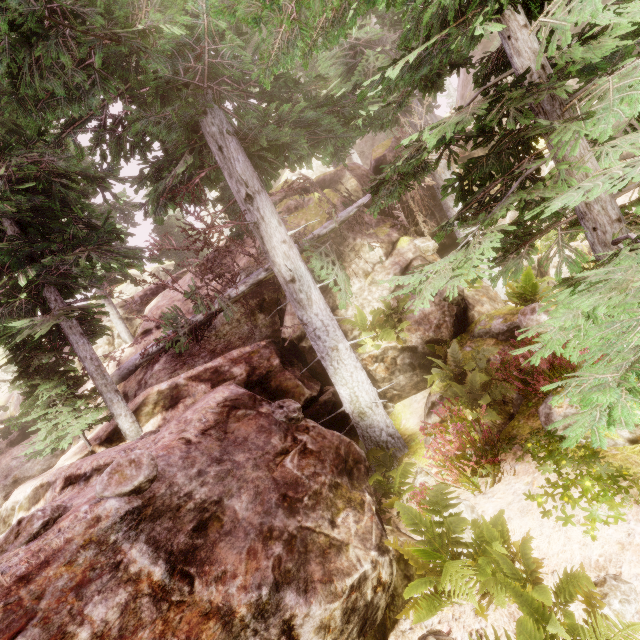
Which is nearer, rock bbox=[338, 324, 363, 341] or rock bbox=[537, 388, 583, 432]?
rock bbox=[537, 388, 583, 432]

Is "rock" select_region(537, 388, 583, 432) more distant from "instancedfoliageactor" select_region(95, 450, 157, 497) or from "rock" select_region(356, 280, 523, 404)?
"rock" select_region(356, 280, 523, 404)

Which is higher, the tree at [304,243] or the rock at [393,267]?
the tree at [304,243]

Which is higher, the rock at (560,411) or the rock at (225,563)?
the rock at (225,563)

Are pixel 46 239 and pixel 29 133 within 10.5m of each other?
no

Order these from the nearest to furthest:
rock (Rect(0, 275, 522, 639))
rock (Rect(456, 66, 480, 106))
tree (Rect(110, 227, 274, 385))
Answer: rock (Rect(0, 275, 522, 639)), tree (Rect(110, 227, 274, 385)), rock (Rect(456, 66, 480, 106))

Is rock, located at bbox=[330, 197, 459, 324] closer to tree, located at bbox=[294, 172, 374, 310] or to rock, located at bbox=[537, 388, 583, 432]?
tree, located at bbox=[294, 172, 374, 310]
